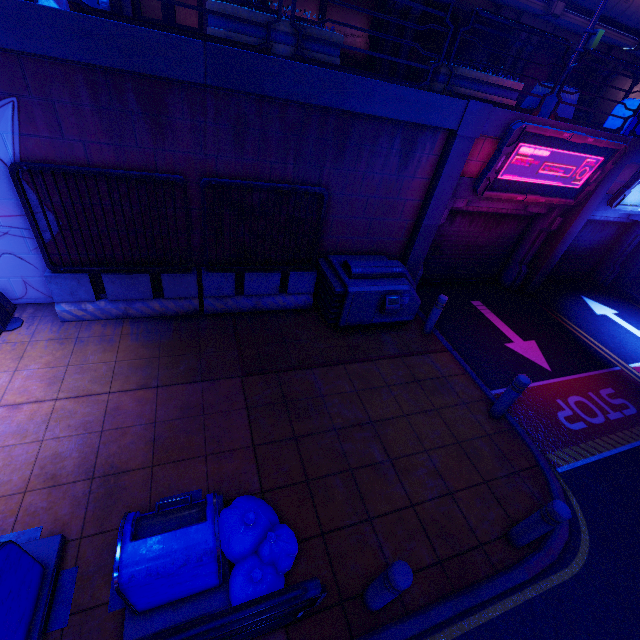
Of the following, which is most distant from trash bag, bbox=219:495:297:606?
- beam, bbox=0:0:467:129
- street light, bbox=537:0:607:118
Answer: street light, bbox=537:0:607:118

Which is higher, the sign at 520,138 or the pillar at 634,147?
the pillar at 634,147

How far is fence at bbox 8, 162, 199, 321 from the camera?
4.99m

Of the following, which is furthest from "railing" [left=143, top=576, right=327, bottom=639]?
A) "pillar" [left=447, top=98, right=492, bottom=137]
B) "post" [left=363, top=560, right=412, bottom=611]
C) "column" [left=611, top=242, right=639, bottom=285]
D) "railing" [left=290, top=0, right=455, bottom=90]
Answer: "column" [left=611, top=242, right=639, bottom=285]

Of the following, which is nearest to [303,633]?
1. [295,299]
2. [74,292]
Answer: [295,299]

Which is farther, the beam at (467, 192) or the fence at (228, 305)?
the beam at (467, 192)

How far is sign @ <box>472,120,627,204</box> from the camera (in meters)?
6.87

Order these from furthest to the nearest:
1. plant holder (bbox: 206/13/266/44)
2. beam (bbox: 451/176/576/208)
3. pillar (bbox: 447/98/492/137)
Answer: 1. beam (bbox: 451/176/576/208)
2. pillar (bbox: 447/98/492/137)
3. plant holder (bbox: 206/13/266/44)
